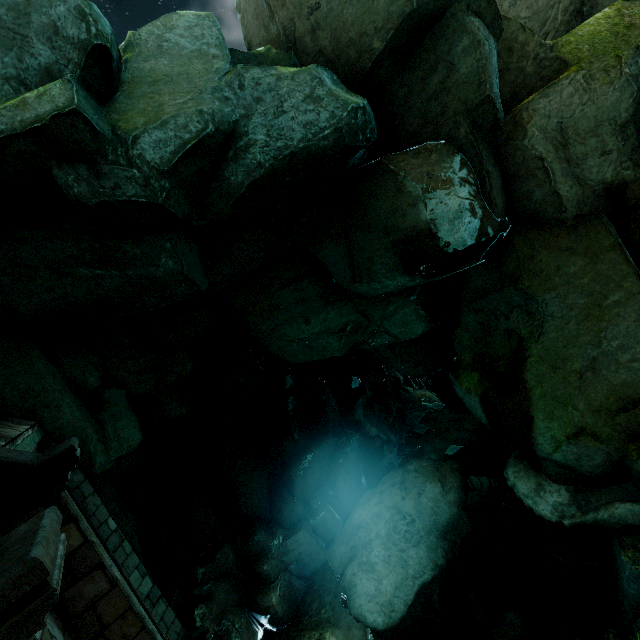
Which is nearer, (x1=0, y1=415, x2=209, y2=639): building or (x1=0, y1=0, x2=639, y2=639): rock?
(x1=0, y1=415, x2=209, y2=639): building

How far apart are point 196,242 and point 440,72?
6.5m

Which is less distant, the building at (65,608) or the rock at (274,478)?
the building at (65,608)
